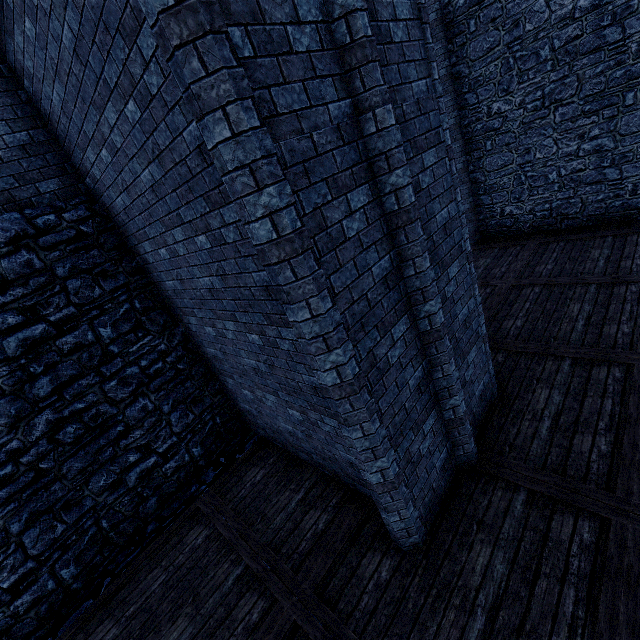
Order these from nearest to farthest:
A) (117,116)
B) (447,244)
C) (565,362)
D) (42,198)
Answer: (117,116) < (447,244) < (42,198) < (565,362)

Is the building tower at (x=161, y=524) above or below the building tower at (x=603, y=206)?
below

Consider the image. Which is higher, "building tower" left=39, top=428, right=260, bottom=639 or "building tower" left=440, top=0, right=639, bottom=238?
"building tower" left=440, top=0, right=639, bottom=238

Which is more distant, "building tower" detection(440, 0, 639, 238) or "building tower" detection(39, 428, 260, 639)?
"building tower" detection(440, 0, 639, 238)

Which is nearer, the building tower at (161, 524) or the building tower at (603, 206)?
the building tower at (161, 524)
